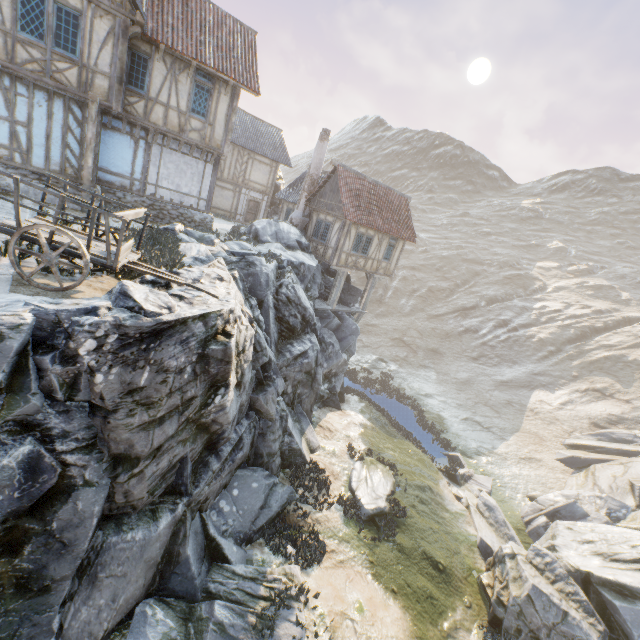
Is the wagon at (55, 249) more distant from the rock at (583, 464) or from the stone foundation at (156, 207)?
the stone foundation at (156, 207)

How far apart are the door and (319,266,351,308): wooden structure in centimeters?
1103cm

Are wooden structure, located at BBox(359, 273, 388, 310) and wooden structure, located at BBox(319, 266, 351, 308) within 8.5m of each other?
yes

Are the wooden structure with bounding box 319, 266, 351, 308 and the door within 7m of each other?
no

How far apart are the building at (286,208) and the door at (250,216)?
2.9m

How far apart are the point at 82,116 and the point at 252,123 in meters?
18.5 m

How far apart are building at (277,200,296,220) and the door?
2.9m

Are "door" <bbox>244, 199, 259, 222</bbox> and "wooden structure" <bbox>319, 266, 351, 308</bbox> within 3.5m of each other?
no
